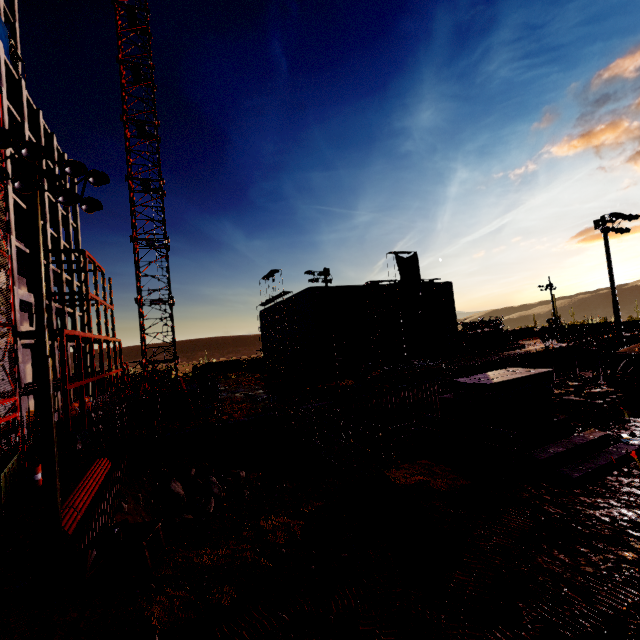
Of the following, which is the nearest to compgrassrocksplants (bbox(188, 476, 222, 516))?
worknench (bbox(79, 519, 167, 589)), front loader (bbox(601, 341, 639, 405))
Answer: worknench (bbox(79, 519, 167, 589))

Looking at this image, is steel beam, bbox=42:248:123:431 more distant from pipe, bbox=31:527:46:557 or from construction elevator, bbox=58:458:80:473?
pipe, bbox=31:527:46:557

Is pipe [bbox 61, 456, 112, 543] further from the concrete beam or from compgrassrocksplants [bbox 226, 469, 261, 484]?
the concrete beam

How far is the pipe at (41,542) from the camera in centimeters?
924cm

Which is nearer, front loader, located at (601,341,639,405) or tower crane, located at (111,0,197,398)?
front loader, located at (601,341,639,405)

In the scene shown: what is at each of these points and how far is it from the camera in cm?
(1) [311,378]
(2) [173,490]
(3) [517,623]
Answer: (1) forklift, 3256
(2) compgrassrocksplants, 1788
(3) plywood, 588

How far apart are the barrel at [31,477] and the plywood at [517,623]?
18.41m

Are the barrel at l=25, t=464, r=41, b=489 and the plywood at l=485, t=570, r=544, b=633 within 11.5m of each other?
no
